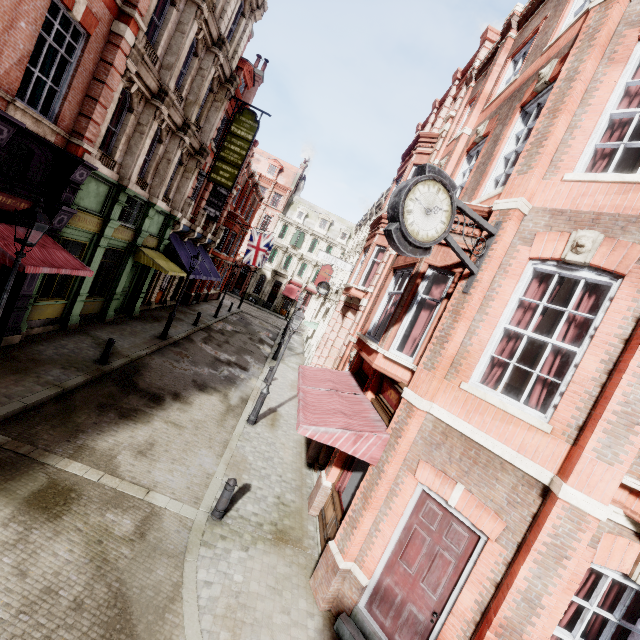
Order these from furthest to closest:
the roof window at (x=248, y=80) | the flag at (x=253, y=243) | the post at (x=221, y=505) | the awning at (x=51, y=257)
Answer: the flag at (x=253, y=243)
the roof window at (x=248, y=80)
the awning at (x=51, y=257)
the post at (x=221, y=505)

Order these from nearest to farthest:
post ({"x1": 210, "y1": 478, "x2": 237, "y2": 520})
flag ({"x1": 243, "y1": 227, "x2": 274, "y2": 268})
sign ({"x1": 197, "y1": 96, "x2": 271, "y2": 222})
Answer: post ({"x1": 210, "y1": 478, "x2": 237, "y2": 520}), sign ({"x1": 197, "y1": 96, "x2": 271, "y2": 222}), flag ({"x1": 243, "y1": 227, "x2": 274, "y2": 268})

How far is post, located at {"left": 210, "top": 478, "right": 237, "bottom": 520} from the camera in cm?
711

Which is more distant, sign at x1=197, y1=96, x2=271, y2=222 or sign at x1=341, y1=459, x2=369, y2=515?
sign at x1=197, y1=96, x2=271, y2=222

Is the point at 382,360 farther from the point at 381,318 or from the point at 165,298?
the point at 165,298

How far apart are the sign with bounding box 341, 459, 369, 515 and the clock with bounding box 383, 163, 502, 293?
4.19m

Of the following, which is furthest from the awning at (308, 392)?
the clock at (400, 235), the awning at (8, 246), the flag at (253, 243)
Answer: the flag at (253, 243)

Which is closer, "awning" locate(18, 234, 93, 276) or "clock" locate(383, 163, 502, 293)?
"clock" locate(383, 163, 502, 293)
